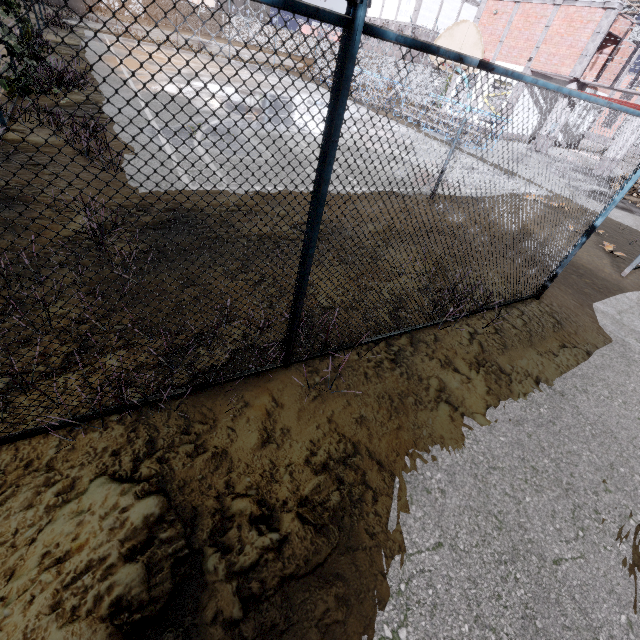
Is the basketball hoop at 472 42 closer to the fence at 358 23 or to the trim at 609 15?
the fence at 358 23

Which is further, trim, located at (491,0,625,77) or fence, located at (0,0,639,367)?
trim, located at (491,0,625,77)

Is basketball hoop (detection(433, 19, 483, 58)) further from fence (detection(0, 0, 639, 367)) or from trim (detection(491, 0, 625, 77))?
trim (detection(491, 0, 625, 77))

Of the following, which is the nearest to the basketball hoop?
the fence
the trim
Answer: the fence

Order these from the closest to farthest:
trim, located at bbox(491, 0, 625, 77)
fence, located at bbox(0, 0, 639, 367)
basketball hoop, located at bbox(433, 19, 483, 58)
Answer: fence, located at bbox(0, 0, 639, 367) < basketball hoop, located at bbox(433, 19, 483, 58) < trim, located at bbox(491, 0, 625, 77)

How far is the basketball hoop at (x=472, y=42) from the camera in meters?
7.3 m

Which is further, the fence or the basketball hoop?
the basketball hoop

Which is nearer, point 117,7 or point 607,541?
point 607,541
